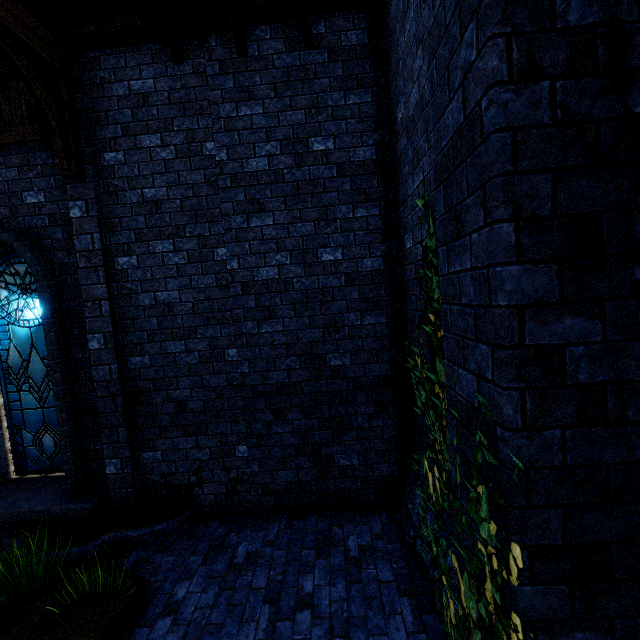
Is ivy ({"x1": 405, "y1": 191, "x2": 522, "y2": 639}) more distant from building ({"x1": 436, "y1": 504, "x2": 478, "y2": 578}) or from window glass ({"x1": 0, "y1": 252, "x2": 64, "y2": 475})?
window glass ({"x1": 0, "y1": 252, "x2": 64, "y2": 475})

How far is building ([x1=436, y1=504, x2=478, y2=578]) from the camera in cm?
198

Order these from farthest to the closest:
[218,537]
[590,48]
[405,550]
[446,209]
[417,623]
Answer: [218,537] < [405,550] < [417,623] < [446,209] < [590,48]

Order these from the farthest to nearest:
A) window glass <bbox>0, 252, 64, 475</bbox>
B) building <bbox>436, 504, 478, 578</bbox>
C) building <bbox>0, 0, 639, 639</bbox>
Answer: window glass <bbox>0, 252, 64, 475</bbox> < building <bbox>436, 504, 478, 578</bbox> < building <bbox>0, 0, 639, 639</bbox>

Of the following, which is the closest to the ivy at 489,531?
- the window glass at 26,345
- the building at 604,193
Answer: the building at 604,193

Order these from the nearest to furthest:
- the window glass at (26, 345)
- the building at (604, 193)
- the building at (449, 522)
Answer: the building at (604, 193)
the building at (449, 522)
the window glass at (26, 345)

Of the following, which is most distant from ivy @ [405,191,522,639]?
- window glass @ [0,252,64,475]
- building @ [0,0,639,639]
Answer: window glass @ [0,252,64,475]
